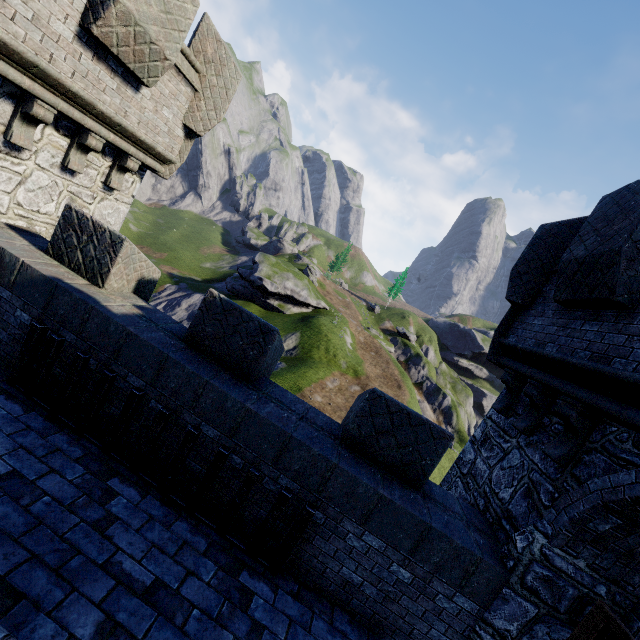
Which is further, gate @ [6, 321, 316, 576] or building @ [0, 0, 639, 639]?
gate @ [6, 321, 316, 576]

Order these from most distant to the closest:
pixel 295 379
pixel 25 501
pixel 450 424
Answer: pixel 450 424 → pixel 295 379 → pixel 25 501

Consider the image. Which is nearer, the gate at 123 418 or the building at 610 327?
the building at 610 327

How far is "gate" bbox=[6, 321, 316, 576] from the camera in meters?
4.2

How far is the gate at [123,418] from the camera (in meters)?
4.21
